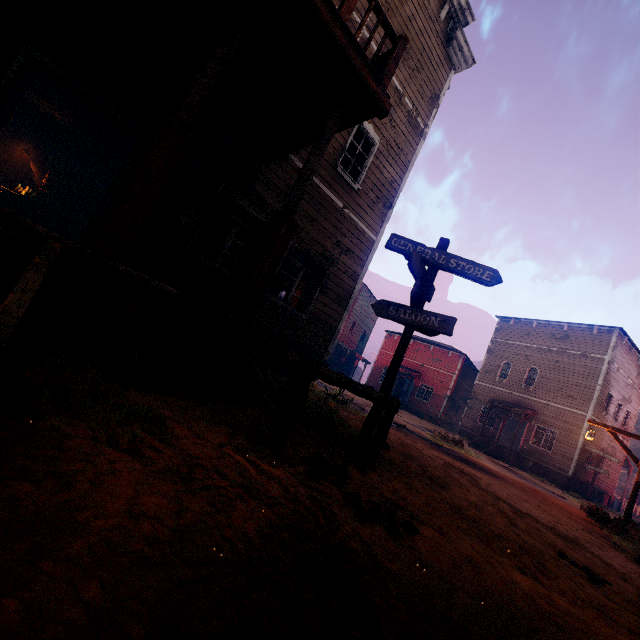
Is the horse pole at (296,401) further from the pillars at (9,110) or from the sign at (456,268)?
the pillars at (9,110)

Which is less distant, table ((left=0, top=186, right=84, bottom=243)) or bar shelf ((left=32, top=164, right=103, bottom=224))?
table ((left=0, top=186, right=84, bottom=243))

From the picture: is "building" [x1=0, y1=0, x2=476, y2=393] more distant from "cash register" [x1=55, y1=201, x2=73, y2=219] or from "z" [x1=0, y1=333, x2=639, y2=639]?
"cash register" [x1=55, y1=201, x2=73, y2=219]

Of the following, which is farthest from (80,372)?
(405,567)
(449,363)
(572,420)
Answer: (449,363)

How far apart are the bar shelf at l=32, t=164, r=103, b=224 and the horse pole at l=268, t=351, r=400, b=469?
15.4m

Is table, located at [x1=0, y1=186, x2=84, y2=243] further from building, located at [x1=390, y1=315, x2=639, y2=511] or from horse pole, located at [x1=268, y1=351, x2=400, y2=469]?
horse pole, located at [x1=268, y1=351, x2=400, y2=469]

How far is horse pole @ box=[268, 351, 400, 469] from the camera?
3.0m

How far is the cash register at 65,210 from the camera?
12.1m
